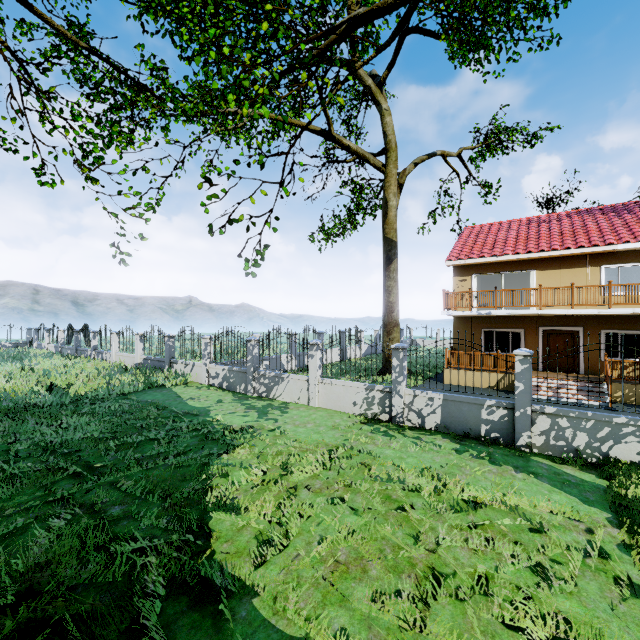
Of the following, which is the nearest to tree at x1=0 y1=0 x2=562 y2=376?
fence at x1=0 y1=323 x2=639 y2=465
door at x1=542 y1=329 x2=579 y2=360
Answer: fence at x1=0 y1=323 x2=639 y2=465

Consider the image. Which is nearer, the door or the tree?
the tree

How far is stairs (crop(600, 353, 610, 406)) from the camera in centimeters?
1237cm

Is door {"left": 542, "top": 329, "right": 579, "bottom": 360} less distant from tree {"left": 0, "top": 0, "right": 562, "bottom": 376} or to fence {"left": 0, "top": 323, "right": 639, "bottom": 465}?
tree {"left": 0, "top": 0, "right": 562, "bottom": 376}

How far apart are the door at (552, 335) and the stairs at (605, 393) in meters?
2.0

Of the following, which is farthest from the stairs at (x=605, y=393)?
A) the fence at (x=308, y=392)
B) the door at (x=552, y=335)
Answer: the fence at (x=308, y=392)

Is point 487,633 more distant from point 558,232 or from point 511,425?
point 558,232

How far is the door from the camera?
15.5 meters
